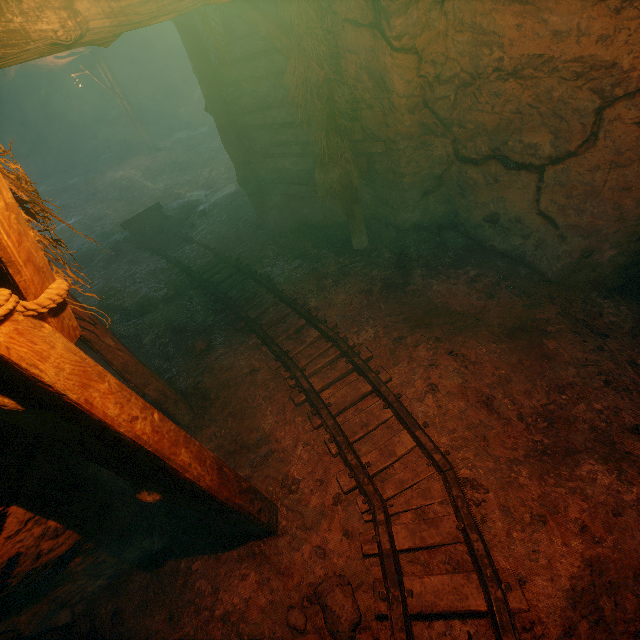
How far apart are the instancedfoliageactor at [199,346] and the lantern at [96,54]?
17.14m

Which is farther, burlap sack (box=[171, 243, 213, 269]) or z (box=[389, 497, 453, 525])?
burlap sack (box=[171, 243, 213, 269])

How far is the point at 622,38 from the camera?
2.8 meters

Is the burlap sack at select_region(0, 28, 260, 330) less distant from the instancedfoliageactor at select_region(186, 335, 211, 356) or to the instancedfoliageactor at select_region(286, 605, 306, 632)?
the instancedfoliageactor at select_region(186, 335, 211, 356)

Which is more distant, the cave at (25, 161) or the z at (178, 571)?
the cave at (25, 161)

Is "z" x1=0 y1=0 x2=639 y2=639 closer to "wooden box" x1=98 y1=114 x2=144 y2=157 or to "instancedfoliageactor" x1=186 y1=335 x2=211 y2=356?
"instancedfoliageactor" x1=186 y1=335 x2=211 y2=356

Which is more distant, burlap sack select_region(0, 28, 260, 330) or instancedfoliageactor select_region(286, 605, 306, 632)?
burlap sack select_region(0, 28, 260, 330)

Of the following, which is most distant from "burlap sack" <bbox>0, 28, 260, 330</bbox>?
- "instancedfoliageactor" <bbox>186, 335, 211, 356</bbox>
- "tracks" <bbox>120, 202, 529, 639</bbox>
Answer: "instancedfoliageactor" <bbox>186, 335, 211, 356</bbox>
